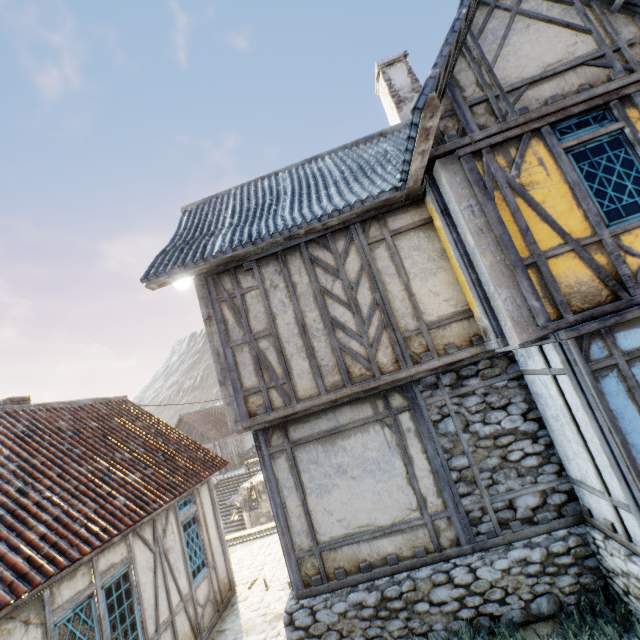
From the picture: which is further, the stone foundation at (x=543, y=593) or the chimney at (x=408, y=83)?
the chimney at (x=408, y=83)

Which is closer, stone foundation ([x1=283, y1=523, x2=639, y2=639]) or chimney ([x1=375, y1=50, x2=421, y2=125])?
stone foundation ([x1=283, y1=523, x2=639, y2=639])

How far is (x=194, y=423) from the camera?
28.53m

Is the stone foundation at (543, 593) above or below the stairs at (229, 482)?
above

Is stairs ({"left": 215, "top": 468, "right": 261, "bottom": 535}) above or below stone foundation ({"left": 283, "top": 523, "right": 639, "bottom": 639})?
below

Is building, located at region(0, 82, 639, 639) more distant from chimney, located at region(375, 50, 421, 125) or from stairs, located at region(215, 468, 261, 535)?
stairs, located at region(215, 468, 261, 535)

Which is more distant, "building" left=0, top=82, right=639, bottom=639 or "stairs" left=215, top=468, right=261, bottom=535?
"stairs" left=215, top=468, right=261, bottom=535
